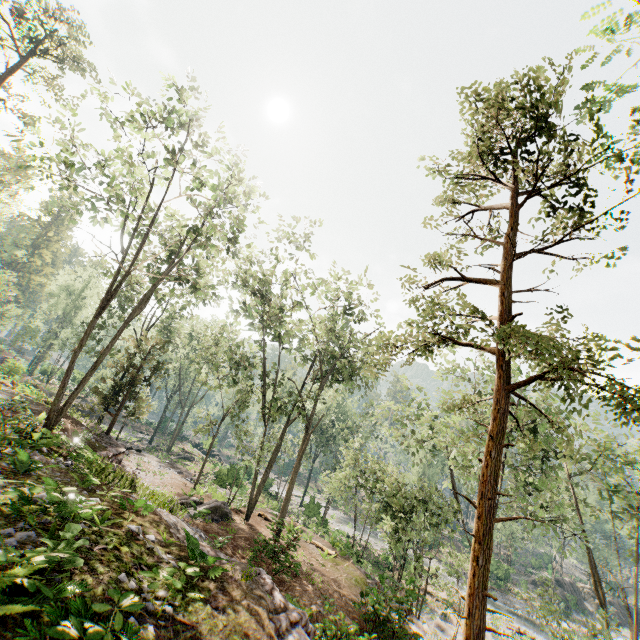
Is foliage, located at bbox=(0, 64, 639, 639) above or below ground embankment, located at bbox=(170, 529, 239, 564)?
above

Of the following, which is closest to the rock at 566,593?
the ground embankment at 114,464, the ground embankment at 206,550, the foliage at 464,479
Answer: the foliage at 464,479

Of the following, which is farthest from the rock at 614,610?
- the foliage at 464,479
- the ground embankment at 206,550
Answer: the ground embankment at 206,550

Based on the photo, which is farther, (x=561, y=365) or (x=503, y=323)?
(x=503, y=323)

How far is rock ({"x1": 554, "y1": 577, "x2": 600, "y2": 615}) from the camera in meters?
44.5 m

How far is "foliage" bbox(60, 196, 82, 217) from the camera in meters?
16.0

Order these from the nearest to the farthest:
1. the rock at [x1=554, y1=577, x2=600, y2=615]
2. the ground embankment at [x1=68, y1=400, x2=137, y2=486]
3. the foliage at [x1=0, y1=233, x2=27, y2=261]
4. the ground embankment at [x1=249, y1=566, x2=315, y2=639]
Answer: the ground embankment at [x1=249, y1=566, x2=315, y2=639] < the ground embankment at [x1=68, y1=400, x2=137, y2=486] < the rock at [x1=554, y1=577, x2=600, y2=615] < the foliage at [x1=0, y1=233, x2=27, y2=261]

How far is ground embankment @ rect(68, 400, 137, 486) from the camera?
13.0 meters
